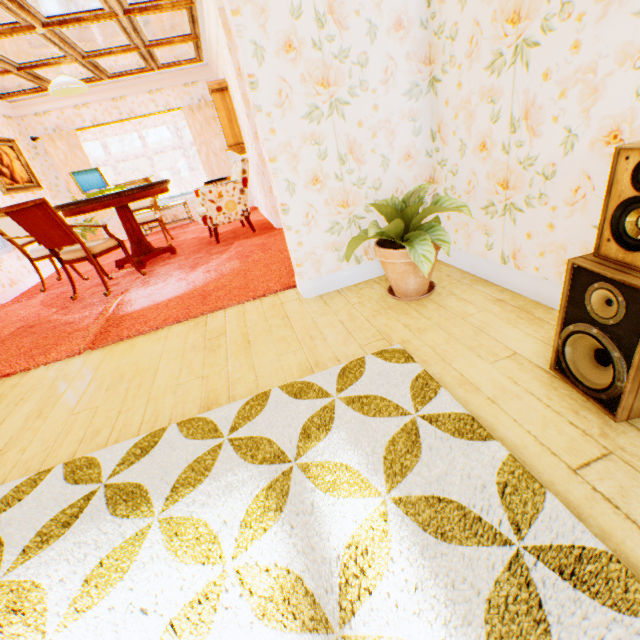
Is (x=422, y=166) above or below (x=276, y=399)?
above

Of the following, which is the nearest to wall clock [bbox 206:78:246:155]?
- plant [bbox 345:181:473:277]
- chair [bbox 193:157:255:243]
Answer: chair [bbox 193:157:255:243]

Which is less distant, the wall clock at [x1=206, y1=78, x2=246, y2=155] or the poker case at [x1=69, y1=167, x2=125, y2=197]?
the poker case at [x1=69, y1=167, x2=125, y2=197]

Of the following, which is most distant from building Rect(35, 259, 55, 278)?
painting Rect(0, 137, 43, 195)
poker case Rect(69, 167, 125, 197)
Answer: poker case Rect(69, 167, 125, 197)

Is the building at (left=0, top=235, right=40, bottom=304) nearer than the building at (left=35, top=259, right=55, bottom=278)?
Yes

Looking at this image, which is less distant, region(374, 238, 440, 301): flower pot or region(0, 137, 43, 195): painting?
region(374, 238, 440, 301): flower pot

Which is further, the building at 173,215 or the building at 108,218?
the building at 173,215

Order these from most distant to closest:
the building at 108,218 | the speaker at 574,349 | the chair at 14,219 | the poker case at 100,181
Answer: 1. the building at 108,218
2. the poker case at 100,181
3. the chair at 14,219
4. the speaker at 574,349
